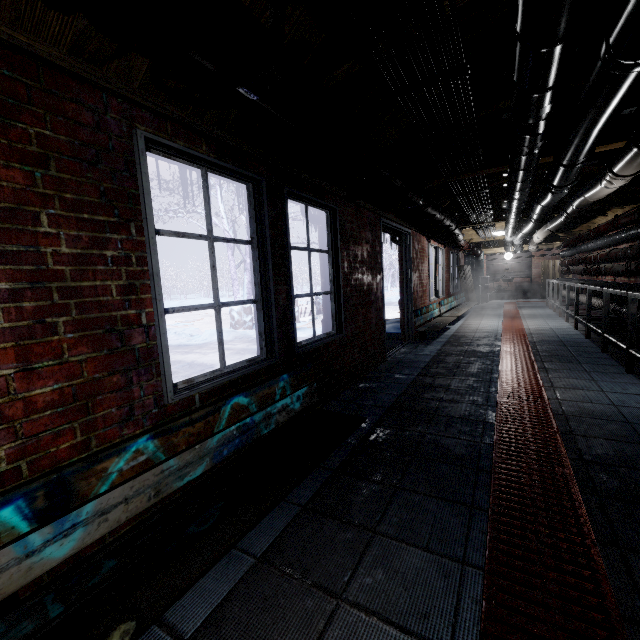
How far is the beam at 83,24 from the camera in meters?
1.1 m

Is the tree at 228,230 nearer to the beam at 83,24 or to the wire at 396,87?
the beam at 83,24

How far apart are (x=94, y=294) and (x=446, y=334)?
6.1 meters

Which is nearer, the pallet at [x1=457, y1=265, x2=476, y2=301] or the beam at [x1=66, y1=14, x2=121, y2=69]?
the beam at [x1=66, y1=14, x2=121, y2=69]

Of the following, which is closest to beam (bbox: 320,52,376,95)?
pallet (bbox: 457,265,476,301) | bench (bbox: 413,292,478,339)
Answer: bench (bbox: 413,292,478,339)

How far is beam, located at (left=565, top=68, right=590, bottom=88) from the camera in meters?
2.0 m

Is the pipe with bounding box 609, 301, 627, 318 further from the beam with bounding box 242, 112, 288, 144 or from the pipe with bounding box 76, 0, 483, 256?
the pipe with bounding box 76, 0, 483, 256
